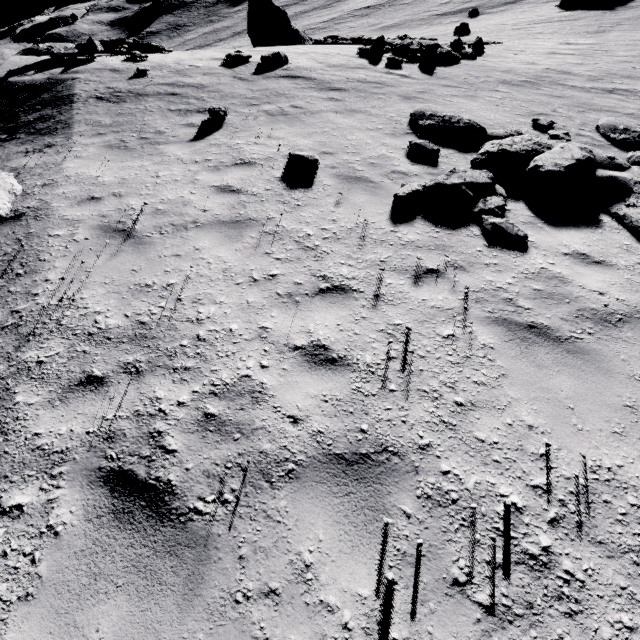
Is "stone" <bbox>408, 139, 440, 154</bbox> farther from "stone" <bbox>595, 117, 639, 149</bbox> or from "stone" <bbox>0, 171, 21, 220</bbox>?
"stone" <bbox>0, 171, 21, 220</bbox>

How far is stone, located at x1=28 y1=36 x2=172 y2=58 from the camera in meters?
13.5 m

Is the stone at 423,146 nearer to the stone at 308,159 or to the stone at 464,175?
the stone at 464,175

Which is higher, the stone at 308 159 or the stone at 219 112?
the stone at 219 112

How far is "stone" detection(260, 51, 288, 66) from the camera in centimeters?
1193cm

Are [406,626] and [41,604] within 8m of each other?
yes

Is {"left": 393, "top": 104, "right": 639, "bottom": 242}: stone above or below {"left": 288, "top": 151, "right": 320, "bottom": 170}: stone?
below

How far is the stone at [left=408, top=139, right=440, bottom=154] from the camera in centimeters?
676cm
